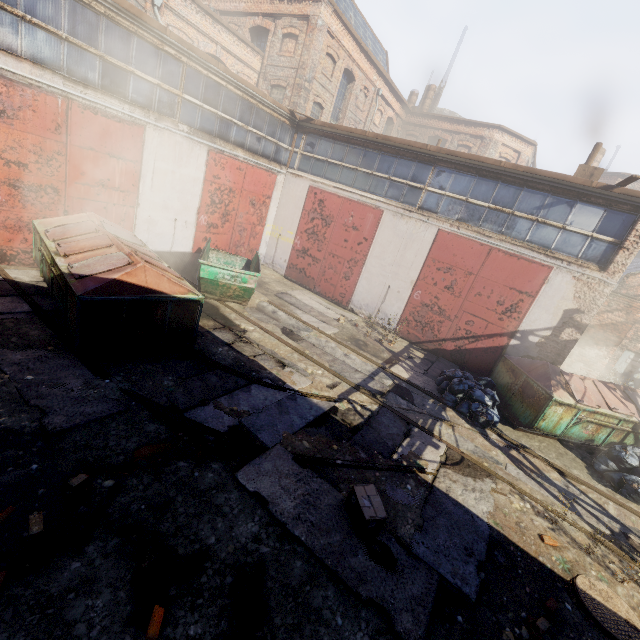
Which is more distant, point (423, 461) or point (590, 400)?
point (590, 400)

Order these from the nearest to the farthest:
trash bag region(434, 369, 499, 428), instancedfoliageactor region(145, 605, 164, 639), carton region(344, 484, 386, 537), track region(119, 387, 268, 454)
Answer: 1. instancedfoliageactor region(145, 605, 164, 639)
2. carton region(344, 484, 386, 537)
3. track region(119, 387, 268, 454)
4. trash bag region(434, 369, 499, 428)

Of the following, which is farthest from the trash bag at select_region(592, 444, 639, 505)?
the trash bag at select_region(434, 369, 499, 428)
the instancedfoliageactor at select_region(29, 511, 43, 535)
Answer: the instancedfoliageactor at select_region(29, 511, 43, 535)

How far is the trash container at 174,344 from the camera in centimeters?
566cm

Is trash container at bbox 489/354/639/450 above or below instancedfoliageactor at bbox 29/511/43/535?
above

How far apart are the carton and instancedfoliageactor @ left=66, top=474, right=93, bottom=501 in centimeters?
333cm

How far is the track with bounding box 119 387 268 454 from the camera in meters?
5.2

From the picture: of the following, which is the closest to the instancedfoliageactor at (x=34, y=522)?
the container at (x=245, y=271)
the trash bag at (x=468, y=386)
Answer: the container at (x=245, y=271)
